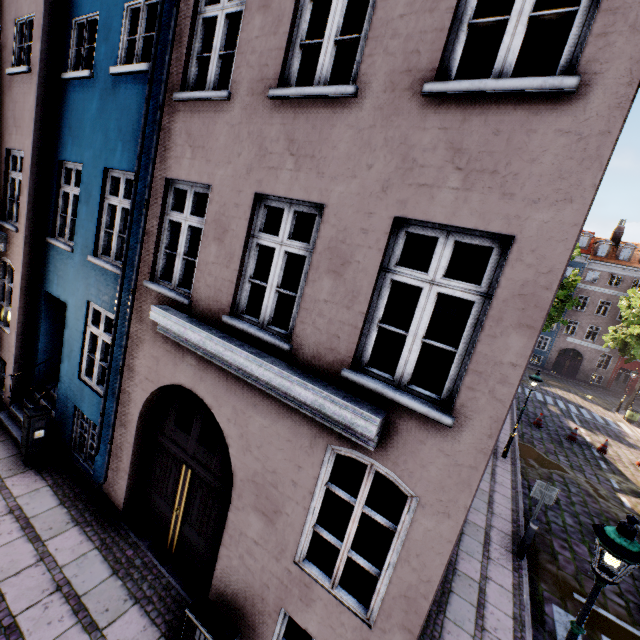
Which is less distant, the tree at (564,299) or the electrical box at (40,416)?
the electrical box at (40,416)

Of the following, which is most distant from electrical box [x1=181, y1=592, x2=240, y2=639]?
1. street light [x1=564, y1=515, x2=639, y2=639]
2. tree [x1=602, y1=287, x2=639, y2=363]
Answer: tree [x1=602, y1=287, x2=639, y2=363]

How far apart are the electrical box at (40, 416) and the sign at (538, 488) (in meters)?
11.62

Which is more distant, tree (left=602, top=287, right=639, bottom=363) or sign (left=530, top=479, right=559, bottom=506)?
tree (left=602, top=287, right=639, bottom=363)

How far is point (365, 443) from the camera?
3.5m

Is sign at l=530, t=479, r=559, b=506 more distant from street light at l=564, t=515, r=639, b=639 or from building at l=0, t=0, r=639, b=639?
street light at l=564, t=515, r=639, b=639

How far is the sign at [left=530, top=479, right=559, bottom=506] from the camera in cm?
800

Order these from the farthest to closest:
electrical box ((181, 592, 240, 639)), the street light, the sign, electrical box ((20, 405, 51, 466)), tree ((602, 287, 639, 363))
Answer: tree ((602, 287, 639, 363)) → the sign → electrical box ((20, 405, 51, 466)) → electrical box ((181, 592, 240, 639)) → the street light
